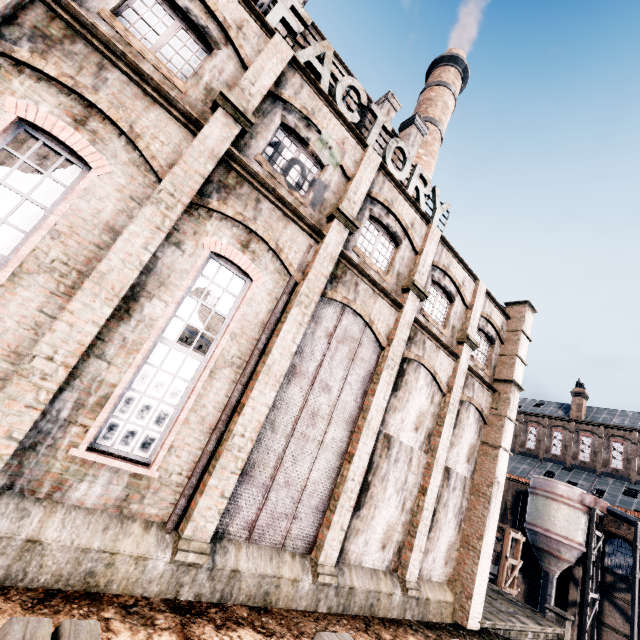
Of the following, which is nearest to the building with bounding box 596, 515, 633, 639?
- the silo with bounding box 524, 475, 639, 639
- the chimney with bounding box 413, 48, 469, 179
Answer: the silo with bounding box 524, 475, 639, 639

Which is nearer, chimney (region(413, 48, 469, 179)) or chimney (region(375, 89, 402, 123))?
chimney (region(375, 89, 402, 123))

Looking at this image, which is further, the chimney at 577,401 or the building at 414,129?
the chimney at 577,401

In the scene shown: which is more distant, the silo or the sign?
the silo

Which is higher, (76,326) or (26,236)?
(26,236)

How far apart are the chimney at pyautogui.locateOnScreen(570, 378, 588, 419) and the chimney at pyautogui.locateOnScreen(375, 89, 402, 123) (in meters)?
43.47

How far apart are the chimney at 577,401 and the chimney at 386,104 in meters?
43.5

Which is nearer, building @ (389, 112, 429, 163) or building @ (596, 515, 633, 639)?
building @ (389, 112, 429, 163)
